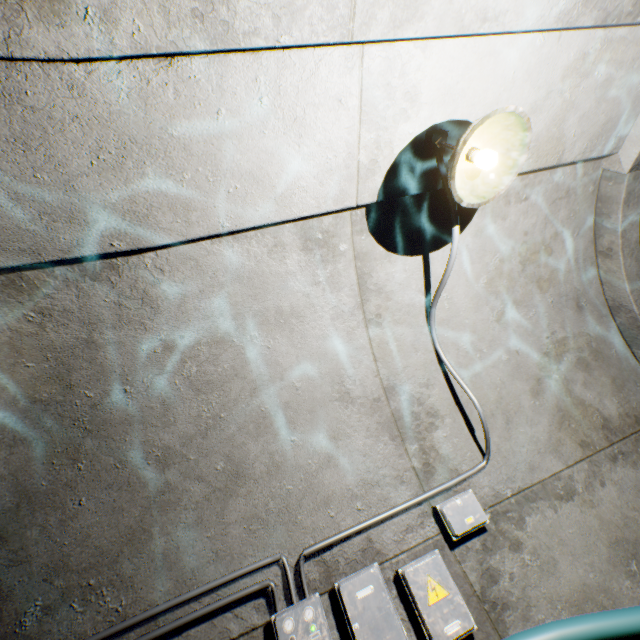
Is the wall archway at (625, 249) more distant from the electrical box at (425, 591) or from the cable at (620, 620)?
the electrical box at (425, 591)

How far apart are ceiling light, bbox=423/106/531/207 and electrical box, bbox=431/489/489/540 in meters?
1.9 m

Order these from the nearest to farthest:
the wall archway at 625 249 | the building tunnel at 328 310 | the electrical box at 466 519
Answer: the building tunnel at 328 310
the electrical box at 466 519
the wall archway at 625 249

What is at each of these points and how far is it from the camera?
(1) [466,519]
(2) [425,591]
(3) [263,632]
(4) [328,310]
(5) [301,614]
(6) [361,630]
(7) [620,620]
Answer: (1) electrical box, 2.2m
(2) electrical box, 1.9m
(3) building tunnel, 1.9m
(4) building tunnel, 2.4m
(5) electrical box, 1.8m
(6) electrical box, 1.8m
(7) cable, 1.8m

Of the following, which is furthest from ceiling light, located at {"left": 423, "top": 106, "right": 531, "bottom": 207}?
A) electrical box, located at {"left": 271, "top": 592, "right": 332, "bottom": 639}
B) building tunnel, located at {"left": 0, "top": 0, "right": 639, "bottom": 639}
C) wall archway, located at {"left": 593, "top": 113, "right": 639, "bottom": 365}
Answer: electrical box, located at {"left": 271, "top": 592, "right": 332, "bottom": 639}

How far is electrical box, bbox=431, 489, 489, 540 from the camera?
2.13m

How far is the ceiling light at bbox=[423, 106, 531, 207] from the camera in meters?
1.6

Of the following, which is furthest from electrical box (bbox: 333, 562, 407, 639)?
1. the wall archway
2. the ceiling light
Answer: the wall archway
